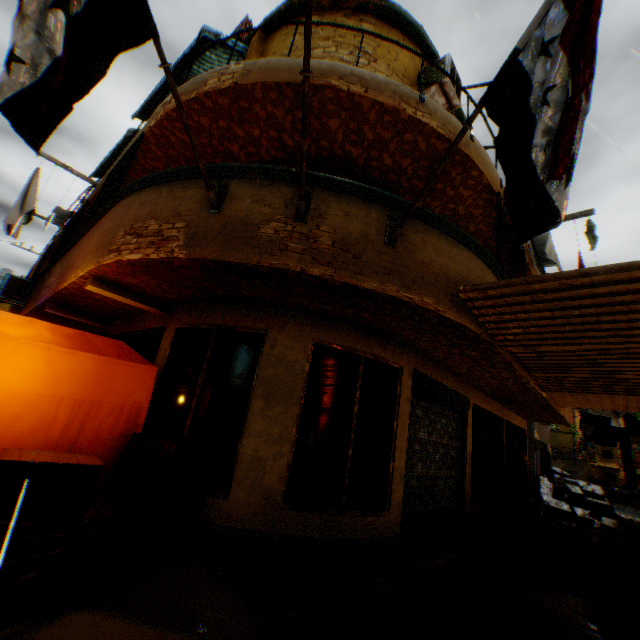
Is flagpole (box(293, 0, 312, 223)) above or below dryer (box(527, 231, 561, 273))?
below

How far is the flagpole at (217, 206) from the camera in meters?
3.0

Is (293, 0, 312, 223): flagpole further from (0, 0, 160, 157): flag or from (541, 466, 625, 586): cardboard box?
(541, 466, 625, 586): cardboard box

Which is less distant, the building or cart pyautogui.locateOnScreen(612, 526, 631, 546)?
the building

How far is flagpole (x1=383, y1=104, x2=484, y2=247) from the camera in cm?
306

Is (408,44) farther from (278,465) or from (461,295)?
(278,465)

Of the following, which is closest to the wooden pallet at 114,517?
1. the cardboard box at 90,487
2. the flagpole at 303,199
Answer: the cardboard box at 90,487

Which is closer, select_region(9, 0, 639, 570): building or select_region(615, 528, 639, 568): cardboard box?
select_region(9, 0, 639, 570): building
